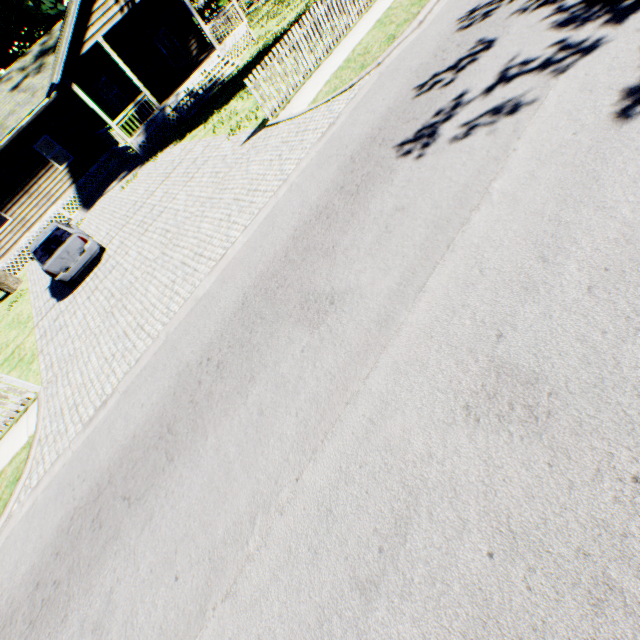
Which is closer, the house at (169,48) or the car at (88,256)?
the car at (88,256)

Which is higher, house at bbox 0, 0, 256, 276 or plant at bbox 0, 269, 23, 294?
house at bbox 0, 0, 256, 276

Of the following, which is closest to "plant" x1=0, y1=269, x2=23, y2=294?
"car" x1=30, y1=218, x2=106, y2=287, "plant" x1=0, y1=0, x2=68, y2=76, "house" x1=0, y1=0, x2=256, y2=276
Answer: "house" x1=0, y1=0, x2=256, y2=276

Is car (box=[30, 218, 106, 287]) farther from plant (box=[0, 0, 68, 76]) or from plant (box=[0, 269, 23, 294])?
plant (box=[0, 0, 68, 76])

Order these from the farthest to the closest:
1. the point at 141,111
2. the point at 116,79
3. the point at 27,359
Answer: the point at 141,111, the point at 116,79, the point at 27,359

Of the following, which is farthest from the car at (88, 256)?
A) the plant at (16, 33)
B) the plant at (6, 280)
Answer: the plant at (16, 33)

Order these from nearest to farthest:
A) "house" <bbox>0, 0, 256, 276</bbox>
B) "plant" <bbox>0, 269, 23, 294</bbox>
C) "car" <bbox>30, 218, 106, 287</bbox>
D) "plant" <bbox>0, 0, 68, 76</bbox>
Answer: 1. "car" <bbox>30, 218, 106, 287</bbox>
2. "house" <bbox>0, 0, 256, 276</bbox>
3. "plant" <bbox>0, 269, 23, 294</bbox>
4. "plant" <bbox>0, 0, 68, 76</bbox>

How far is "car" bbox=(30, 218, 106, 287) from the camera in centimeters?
1098cm
